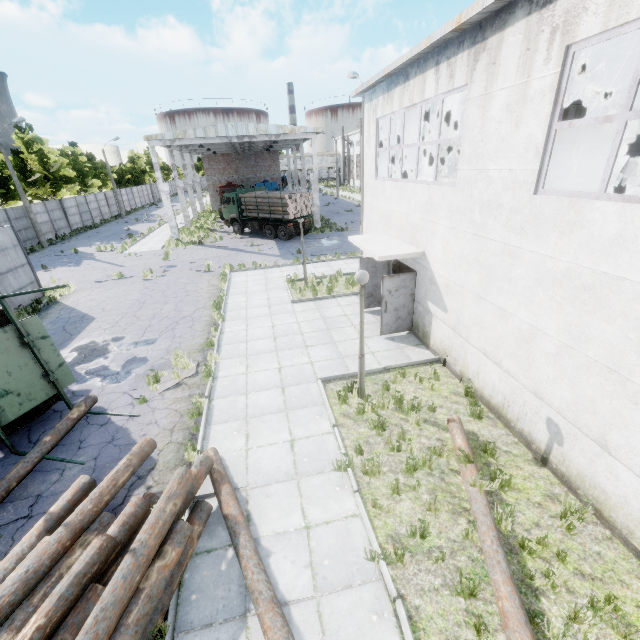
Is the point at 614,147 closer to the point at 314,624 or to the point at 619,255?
the point at 619,255

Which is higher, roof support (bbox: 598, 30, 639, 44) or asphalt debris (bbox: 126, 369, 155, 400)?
roof support (bbox: 598, 30, 639, 44)

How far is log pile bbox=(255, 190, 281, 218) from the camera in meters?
25.1

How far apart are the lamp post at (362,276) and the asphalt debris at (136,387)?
5.0 meters

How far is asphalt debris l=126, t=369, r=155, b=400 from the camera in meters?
9.0 m

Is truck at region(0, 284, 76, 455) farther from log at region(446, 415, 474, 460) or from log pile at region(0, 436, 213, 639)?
log at region(446, 415, 474, 460)

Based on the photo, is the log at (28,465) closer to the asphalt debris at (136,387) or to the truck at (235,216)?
the asphalt debris at (136,387)

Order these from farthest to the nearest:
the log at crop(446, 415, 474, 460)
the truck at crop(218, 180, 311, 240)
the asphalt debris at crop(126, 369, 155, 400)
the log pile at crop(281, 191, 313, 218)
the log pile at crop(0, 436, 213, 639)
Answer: the truck at crop(218, 180, 311, 240)
the log pile at crop(281, 191, 313, 218)
the asphalt debris at crop(126, 369, 155, 400)
the log at crop(446, 415, 474, 460)
the log pile at crop(0, 436, 213, 639)
